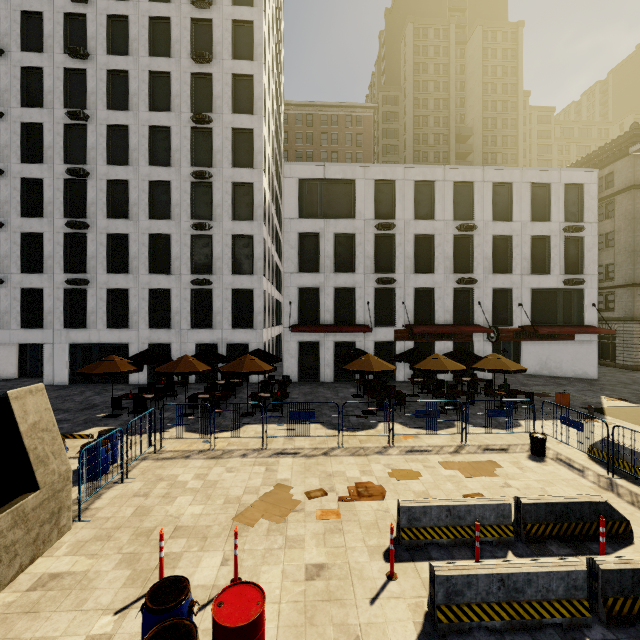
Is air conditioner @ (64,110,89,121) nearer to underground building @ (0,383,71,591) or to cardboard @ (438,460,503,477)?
underground building @ (0,383,71,591)

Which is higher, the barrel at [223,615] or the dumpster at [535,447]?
the barrel at [223,615]

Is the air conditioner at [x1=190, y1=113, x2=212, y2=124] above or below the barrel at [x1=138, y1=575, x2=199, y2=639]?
above

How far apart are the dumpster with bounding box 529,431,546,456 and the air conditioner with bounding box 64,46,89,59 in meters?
34.6

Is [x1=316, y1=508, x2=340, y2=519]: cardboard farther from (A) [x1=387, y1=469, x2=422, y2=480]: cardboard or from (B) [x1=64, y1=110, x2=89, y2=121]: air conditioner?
(B) [x1=64, y1=110, x2=89, y2=121]: air conditioner

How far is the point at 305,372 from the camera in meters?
23.9 m

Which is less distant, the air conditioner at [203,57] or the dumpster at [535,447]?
the dumpster at [535,447]

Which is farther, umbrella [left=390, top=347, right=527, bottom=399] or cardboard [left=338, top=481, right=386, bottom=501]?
umbrella [left=390, top=347, right=527, bottom=399]
